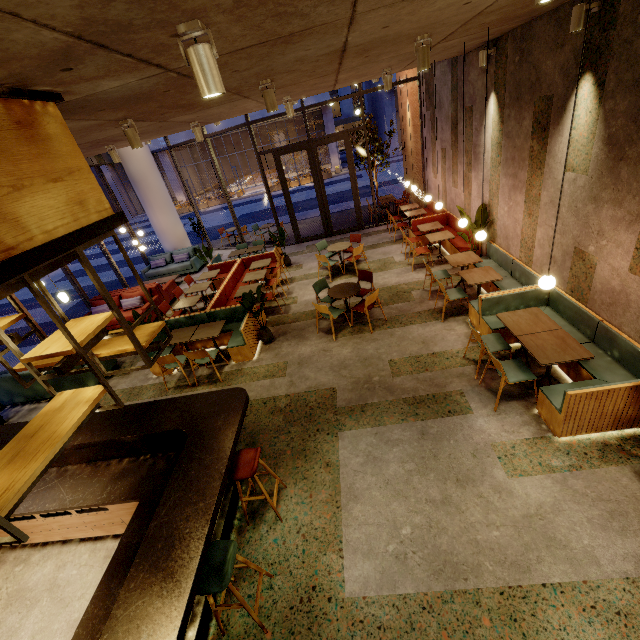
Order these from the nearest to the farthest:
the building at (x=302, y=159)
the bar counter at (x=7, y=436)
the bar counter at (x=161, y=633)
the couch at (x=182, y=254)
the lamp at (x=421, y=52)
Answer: the bar counter at (x=161, y=633), the lamp at (x=421, y=52), the bar counter at (x=7, y=436), the couch at (x=182, y=254), the building at (x=302, y=159)

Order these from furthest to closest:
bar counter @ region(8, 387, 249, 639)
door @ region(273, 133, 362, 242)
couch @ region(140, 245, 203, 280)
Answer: couch @ region(140, 245, 203, 280) < door @ region(273, 133, 362, 242) < bar counter @ region(8, 387, 249, 639)

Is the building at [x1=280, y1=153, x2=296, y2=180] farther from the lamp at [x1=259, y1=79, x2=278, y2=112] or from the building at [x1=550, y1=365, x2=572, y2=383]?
the lamp at [x1=259, y1=79, x2=278, y2=112]

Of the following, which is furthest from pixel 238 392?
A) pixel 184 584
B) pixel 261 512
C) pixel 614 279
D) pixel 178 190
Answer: pixel 178 190

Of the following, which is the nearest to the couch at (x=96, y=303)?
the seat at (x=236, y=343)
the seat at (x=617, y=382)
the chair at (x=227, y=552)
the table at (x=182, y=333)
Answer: the seat at (x=236, y=343)

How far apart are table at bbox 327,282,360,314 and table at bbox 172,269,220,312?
3.9m

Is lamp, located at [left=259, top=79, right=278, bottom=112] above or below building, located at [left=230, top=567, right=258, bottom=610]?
above

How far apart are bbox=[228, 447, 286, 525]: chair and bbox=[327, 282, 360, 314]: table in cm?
384
